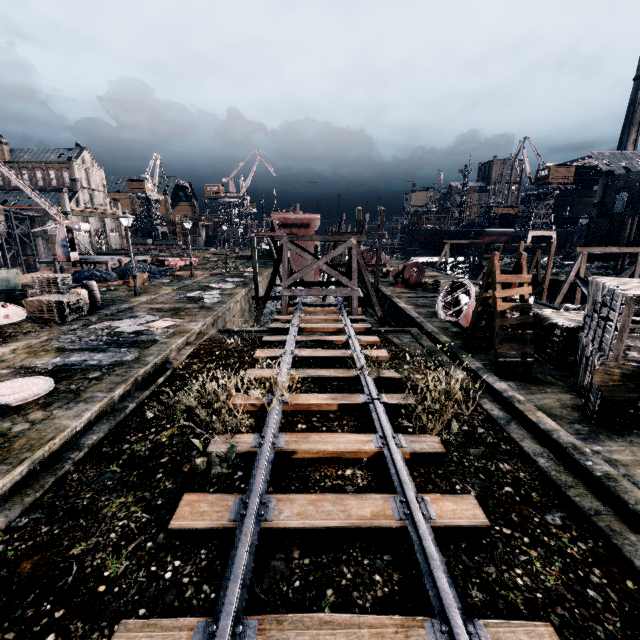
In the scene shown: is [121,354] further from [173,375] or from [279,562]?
[279,562]

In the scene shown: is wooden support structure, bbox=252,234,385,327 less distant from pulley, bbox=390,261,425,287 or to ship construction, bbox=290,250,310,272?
pulley, bbox=390,261,425,287

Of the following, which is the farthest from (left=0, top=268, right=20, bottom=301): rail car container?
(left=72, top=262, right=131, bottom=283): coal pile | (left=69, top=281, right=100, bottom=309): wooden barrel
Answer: (left=72, top=262, right=131, bottom=283): coal pile

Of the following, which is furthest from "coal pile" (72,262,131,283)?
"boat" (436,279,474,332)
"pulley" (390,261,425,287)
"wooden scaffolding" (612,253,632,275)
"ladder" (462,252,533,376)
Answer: "wooden scaffolding" (612,253,632,275)

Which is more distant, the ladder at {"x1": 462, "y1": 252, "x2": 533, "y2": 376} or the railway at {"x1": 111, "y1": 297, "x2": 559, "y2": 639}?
the ladder at {"x1": 462, "y1": 252, "x2": 533, "y2": 376}

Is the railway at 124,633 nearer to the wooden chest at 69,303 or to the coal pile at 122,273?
the wooden chest at 69,303

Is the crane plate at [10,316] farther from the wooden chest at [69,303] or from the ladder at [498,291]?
the ladder at [498,291]

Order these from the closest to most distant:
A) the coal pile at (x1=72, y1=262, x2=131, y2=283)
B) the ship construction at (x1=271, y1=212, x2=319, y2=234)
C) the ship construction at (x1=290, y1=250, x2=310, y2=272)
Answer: the coal pile at (x1=72, y1=262, x2=131, y2=283) < the ship construction at (x1=271, y1=212, x2=319, y2=234) < the ship construction at (x1=290, y1=250, x2=310, y2=272)
